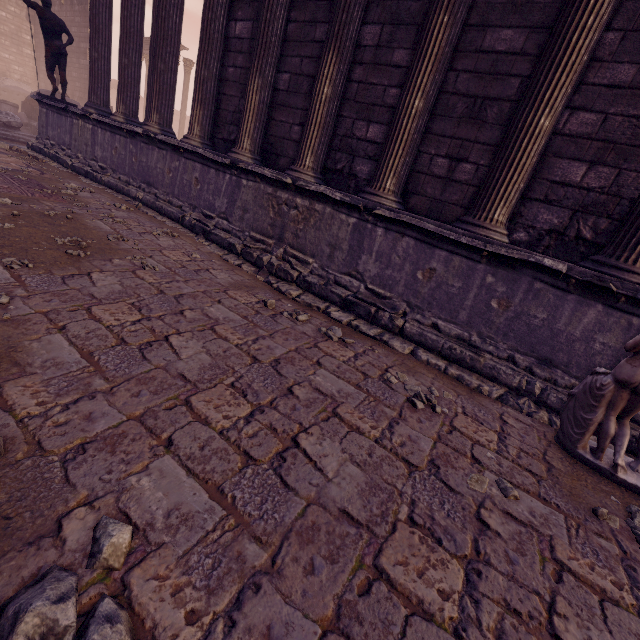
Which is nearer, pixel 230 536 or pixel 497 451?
pixel 230 536

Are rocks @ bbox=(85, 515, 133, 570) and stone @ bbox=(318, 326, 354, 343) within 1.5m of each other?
no

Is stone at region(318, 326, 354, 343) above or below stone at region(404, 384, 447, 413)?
below

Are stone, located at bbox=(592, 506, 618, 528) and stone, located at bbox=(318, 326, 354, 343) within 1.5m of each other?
no

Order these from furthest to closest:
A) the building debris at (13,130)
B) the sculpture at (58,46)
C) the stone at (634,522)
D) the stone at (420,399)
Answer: Answer: the building debris at (13,130), the sculpture at (58,46), the stone at (420,399), the stone at (634,522)

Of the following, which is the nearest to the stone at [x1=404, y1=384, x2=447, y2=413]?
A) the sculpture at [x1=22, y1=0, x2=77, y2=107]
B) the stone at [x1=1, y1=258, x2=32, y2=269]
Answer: the stone at [x1=1, y1=258, x2=32, y2=269]

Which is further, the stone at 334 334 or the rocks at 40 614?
the stone at 334 334

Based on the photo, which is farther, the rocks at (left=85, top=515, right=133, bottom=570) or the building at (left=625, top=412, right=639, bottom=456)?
the building at (left=625, top=412, right=639, bottom=456)
